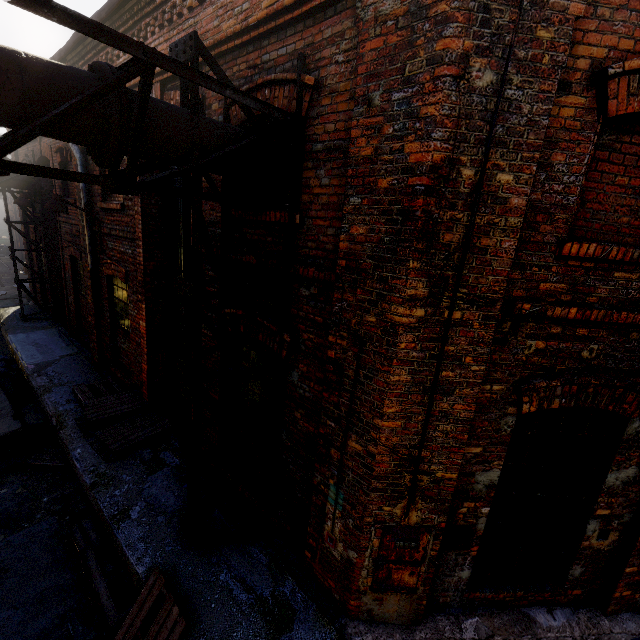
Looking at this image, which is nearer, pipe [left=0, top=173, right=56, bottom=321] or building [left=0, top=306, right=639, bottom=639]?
building [left=0, top=306, right=639, bottom=639]

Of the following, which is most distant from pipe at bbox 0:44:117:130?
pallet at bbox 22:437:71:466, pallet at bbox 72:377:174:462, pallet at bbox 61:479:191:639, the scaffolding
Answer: pallet at bbox 22:437:71:466

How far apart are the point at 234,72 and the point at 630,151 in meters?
4.2

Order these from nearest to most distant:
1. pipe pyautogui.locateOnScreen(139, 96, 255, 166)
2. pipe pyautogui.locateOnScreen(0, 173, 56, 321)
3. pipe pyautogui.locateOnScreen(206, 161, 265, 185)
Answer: pipe pyautogui.locateOnScreen(139, 96, 255, 166), pipe pyautogui.locateOnScreen(206, 161, 265, 185), pipe pyautogui.locateOnScreen(0, 173, 56, 321)

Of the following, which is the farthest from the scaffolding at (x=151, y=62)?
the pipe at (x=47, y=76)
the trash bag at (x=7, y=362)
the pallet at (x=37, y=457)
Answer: the trash bag at (x=7, y=362)

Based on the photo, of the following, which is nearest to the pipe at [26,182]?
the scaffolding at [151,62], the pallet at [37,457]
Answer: the scaffolding at [151,62]

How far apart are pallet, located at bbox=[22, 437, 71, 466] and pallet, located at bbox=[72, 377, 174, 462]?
0.71m

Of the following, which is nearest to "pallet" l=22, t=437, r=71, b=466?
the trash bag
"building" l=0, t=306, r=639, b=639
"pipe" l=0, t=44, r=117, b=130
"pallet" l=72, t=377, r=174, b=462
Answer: "building" l=0, t=306, r=639, b=639
